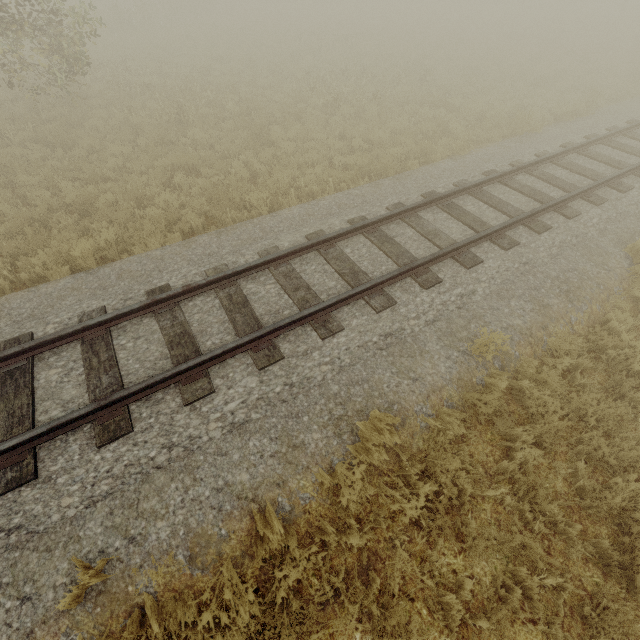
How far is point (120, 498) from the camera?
3.8m
